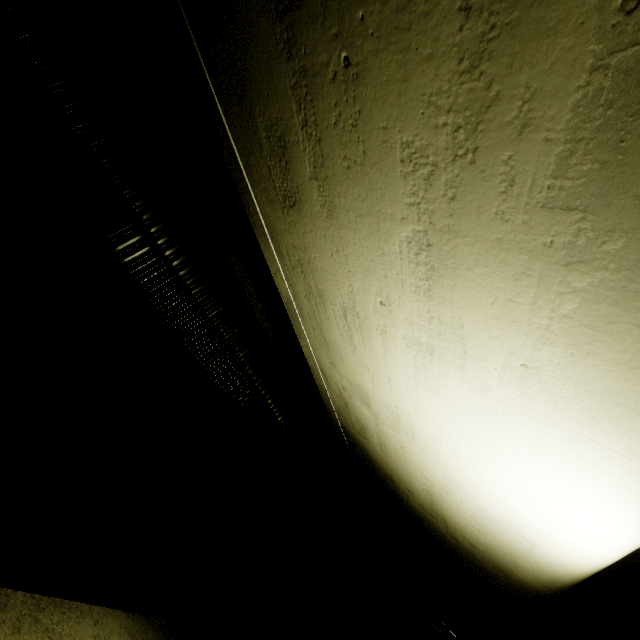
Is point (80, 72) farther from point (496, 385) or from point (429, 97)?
point (496, 385)
